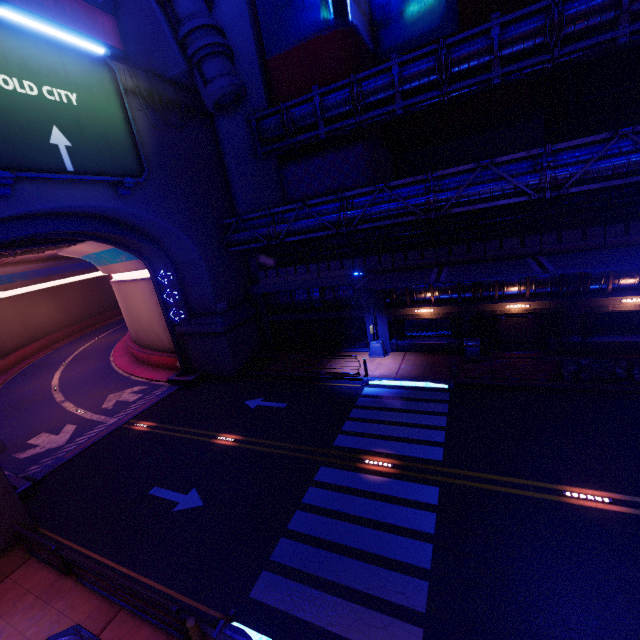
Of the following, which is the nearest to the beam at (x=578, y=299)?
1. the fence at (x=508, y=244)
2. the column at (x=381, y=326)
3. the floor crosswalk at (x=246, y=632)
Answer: the column at (x=381, y=326)

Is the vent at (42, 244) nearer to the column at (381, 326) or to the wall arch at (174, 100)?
the wall arch at (174, 100)

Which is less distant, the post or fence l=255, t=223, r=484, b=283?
the post

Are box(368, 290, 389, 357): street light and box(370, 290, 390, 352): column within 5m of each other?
yes

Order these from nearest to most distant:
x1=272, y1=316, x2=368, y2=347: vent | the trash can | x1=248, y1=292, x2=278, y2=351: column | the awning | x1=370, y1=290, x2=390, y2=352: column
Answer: the awning, the trash can, x1=370, y1=290, x2=390, y2=352: column, x1=272, y1=316, x2=368, y2=347: vent, x1=248, y1=292, x2=278, y2=351: column

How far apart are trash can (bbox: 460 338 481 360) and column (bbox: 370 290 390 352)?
4.3m

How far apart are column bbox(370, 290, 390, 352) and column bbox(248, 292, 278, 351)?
7.9 meters

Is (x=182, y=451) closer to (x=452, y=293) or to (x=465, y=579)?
(x=465, y=579)
